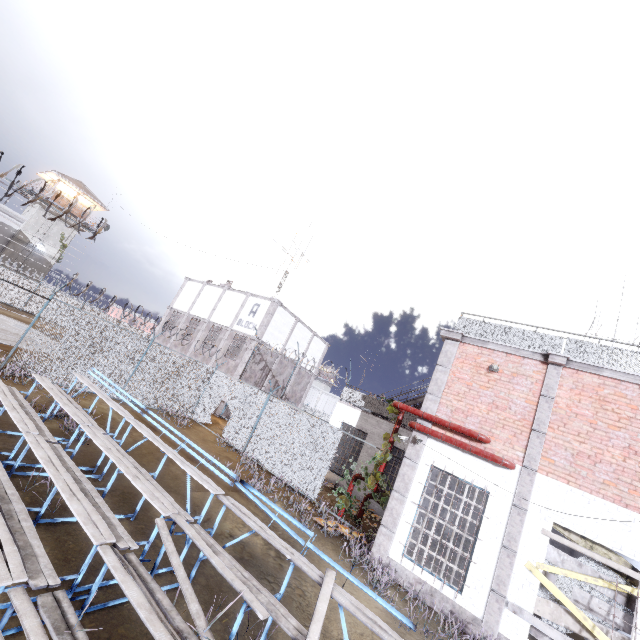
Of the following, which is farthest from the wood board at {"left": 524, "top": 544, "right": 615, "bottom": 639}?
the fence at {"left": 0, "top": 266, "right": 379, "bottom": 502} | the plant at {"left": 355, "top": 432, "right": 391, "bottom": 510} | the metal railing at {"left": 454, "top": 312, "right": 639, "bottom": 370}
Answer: the metal railing at {"left": 454, "top": 312, "right": 639, "bottom": 370}

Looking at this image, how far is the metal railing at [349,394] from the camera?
16.97m

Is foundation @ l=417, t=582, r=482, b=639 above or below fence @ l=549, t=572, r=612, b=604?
below

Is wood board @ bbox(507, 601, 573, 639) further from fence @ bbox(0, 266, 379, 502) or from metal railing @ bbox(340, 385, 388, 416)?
metal railing @ bbox(340, 385, 388, 416)

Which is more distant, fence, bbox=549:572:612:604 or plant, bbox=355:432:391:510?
plant, bbox=355:432:391:510

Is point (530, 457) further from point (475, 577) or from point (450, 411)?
point (475, 577)

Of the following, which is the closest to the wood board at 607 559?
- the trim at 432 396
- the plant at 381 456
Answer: the trim at 432 396

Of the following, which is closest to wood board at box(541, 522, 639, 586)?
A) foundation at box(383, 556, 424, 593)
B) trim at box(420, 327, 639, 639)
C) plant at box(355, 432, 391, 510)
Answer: trim at box(420, 327, 639, 639)
